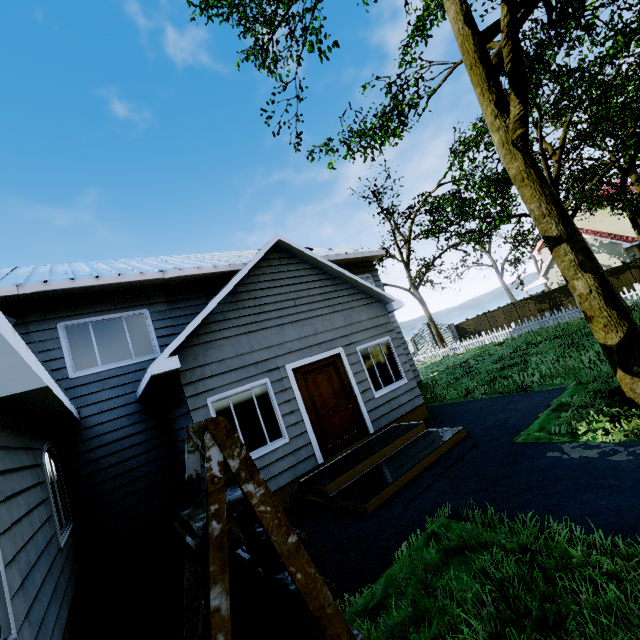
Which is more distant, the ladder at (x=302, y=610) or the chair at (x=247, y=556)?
the chair at (x=247, y=556)

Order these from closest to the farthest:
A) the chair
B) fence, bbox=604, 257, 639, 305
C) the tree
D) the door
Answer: the chair
the tree
the door
fence, bbox=604, 257, 639, 305

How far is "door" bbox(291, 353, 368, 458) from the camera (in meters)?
7.23

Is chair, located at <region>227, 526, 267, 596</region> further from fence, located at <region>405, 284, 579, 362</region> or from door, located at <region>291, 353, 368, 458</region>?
fence, located at <region>405, 284, 579, 362</region>

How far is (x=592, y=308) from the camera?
5.34m

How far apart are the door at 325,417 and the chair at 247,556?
2.5 meters

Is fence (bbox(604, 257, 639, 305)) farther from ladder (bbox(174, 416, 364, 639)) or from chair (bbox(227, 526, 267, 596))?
chair (bbox(227, 526, 267, 596))

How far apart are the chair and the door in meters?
2.5
